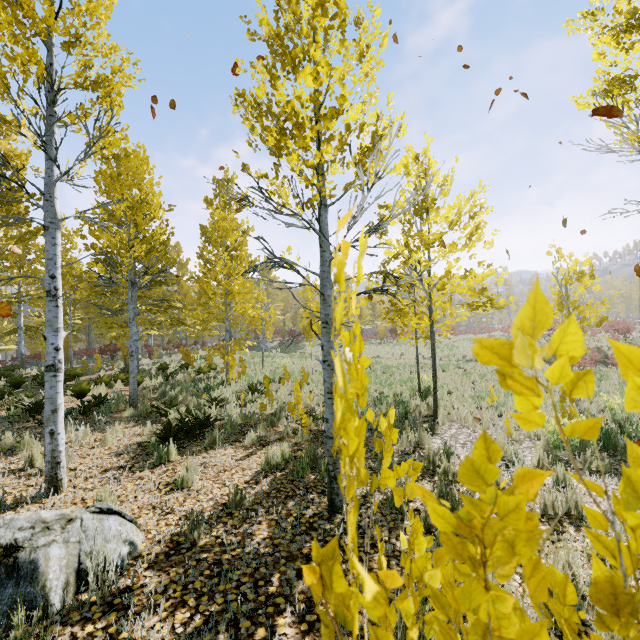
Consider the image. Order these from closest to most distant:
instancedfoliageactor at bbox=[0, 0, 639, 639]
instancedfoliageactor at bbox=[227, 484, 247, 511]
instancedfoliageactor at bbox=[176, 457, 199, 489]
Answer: instancedfoliageactor at bbox=[0, 0, 639, 639] → instancedfoliageactor at bbox=[227, 484, 247, 511] → instancedfoliageactor at bbox=[176, 457, 199, 489]

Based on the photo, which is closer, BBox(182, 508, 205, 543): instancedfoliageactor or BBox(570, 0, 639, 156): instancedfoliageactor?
BBox(182, 508, 205, 543): instancedfoliageactor

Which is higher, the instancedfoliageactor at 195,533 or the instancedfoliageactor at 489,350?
the instancedfoliageactor at 489,350

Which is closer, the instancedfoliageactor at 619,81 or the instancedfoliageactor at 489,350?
the instancedfoliageactor at 489,350

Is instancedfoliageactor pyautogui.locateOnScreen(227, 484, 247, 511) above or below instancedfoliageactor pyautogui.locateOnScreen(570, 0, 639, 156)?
below

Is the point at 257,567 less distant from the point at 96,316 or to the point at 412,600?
the point at 412,600
